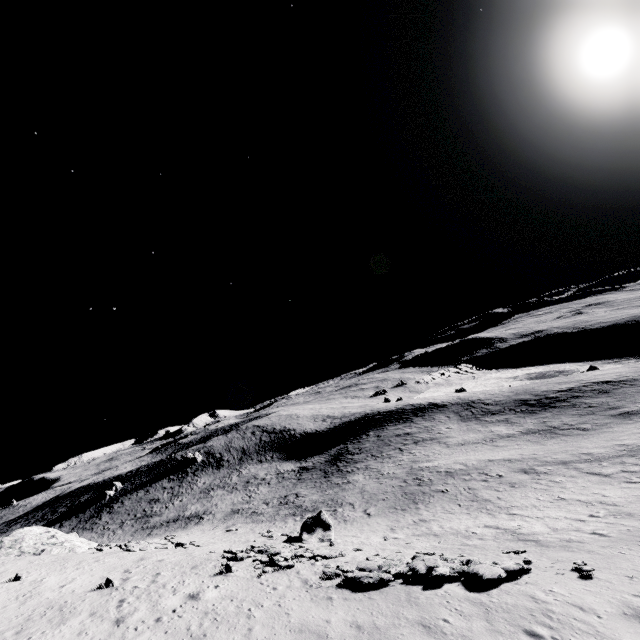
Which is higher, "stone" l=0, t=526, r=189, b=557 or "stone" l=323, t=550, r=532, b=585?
"stone" l=0, t=526, r=189, b=557

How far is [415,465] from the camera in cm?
4547

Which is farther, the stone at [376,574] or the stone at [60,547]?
the stone at [60,547]

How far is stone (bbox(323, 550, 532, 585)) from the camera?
14.36m

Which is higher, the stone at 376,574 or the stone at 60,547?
the stone at 60,547

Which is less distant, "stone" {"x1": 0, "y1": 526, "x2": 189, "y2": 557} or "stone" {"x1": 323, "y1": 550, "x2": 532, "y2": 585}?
"stone" {"x1": 323, "y1": 550, "x2": 532, "y2": 585}
